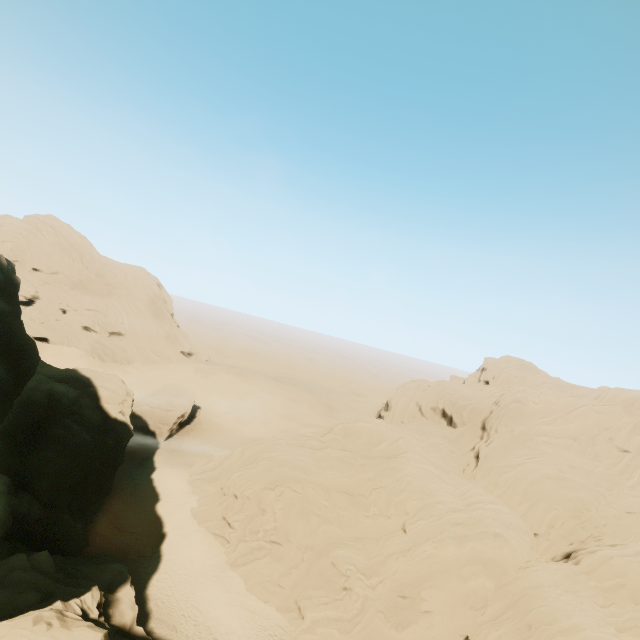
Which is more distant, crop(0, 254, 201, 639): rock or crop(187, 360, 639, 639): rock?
crop(187, 360, 639, 639): rock

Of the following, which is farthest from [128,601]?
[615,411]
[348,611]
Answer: [615,411]

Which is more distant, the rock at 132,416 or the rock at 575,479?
the rock at 575,479
